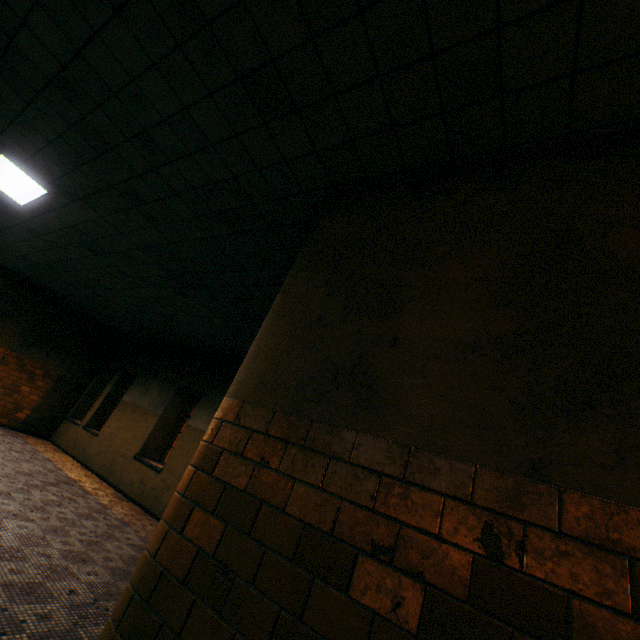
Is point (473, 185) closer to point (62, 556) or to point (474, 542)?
point (474, 542)
